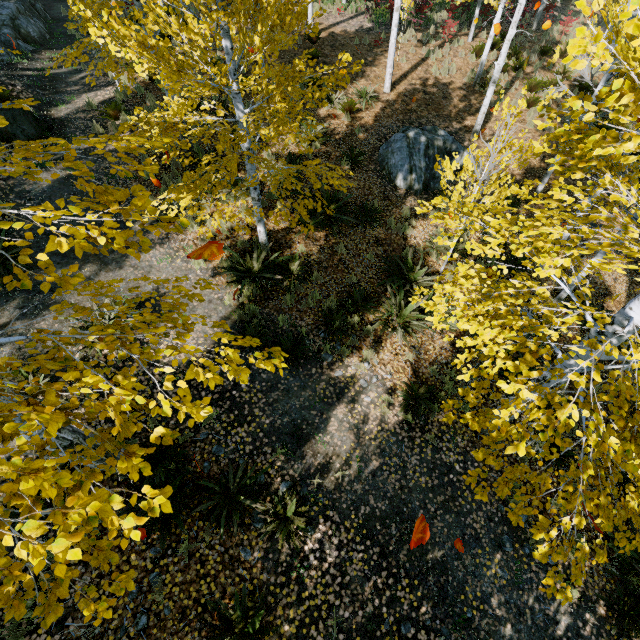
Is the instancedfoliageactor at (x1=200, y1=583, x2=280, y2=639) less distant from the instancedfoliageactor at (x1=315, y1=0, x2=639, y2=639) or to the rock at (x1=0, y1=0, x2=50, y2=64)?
the instancedfoliageactor at (x1=315, y1=0, x2=639, y2=639)

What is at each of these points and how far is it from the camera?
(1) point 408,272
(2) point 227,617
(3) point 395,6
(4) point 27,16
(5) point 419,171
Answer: (1) instancedfoliageactor, 8.0m
(2) instancedfoliageactor, 4.3m
(3) instancedfoliageactor, 10.6m
(4) rock, 13.3m
(5) rock, 9.9m

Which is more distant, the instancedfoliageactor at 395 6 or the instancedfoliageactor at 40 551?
the instancedfoliageactor at 395 6

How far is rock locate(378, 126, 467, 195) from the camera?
9.9m

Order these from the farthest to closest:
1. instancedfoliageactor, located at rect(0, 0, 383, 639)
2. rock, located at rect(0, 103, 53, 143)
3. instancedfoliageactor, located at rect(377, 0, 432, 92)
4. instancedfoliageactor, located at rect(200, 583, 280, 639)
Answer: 1. instancedfoliageactor, located at rect(377, 0, 432, 92)
2. rock, located at rect(0, 103, 53, 143)
3. instancedfoliageactor, located at rect(200, 583, 280, 639)
4. instancedfoliageactor, located at rect(0, 0, 383, 639)

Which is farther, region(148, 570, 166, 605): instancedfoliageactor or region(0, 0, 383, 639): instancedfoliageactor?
region(148, 570, 166, 605): instancedfoliageactor

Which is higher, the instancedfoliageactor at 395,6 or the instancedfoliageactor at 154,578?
the instancedfoliageactor at 395,6

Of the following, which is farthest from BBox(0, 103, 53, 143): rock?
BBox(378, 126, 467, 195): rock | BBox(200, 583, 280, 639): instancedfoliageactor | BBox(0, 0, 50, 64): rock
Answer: BBox(200, 583, 280, 639): instancedfoliageactor
